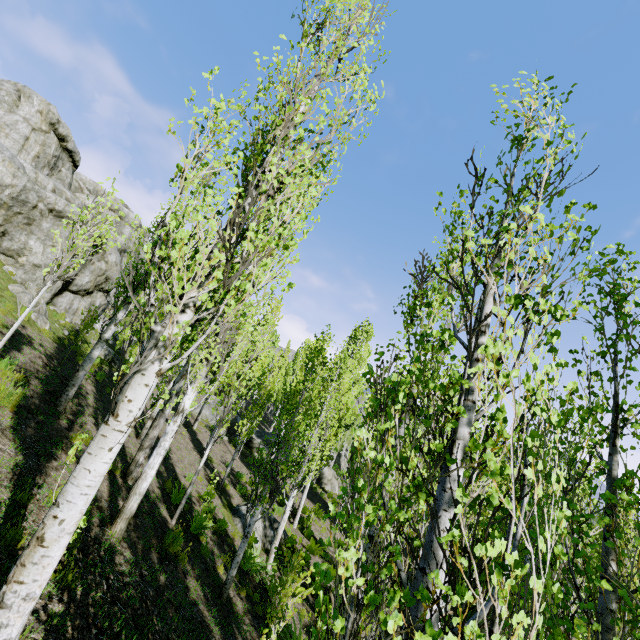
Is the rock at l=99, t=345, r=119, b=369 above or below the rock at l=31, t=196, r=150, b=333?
below

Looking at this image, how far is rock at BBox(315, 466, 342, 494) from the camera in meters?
27.8 m

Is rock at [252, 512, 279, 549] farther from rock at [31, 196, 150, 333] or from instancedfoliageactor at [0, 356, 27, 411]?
rock at [31, 196, 150, 333]

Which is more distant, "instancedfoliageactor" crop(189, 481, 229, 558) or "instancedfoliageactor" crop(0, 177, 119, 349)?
"instancedfoliageactor" crop(189, 481, 229, 558)

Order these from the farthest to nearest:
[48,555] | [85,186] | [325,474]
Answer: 1. [85,186]
2. [325,474]
3. [48,555]

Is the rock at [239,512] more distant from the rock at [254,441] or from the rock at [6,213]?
the rock at [6,213]

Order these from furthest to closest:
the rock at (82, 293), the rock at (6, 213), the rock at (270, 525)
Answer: the rock at (82, 293)
the rock at (6, 213)
the rock at (270, 525)

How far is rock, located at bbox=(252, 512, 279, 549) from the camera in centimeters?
1310cm
